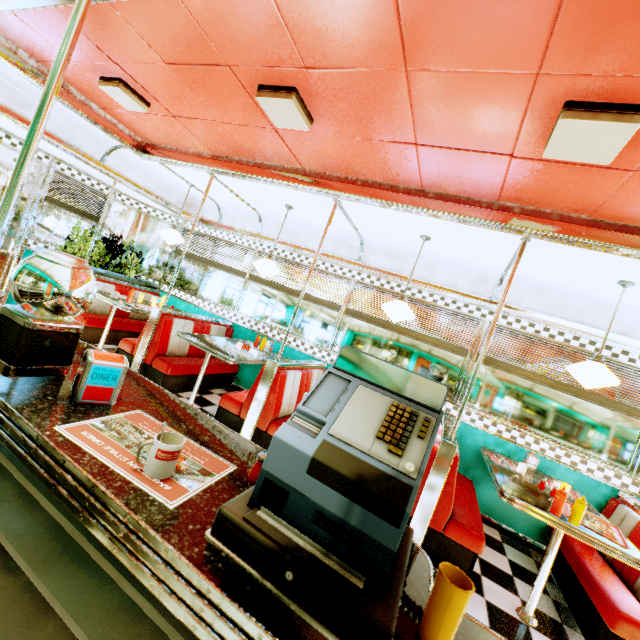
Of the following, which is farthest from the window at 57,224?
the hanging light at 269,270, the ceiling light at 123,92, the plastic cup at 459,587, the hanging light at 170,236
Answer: the plastic cup at 459,587

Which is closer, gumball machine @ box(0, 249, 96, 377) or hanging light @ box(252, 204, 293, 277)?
gumball machine @ box(0, 249, 96, 377)

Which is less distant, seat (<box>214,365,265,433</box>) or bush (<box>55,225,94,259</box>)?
seat (<box>214,365,265,433</box>)

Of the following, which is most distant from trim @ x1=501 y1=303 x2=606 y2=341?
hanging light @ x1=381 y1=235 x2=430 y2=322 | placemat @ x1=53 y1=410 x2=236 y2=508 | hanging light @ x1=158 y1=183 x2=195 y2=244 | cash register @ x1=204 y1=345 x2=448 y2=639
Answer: placemat @ x1=53 y1=410 x2=236 y2=508

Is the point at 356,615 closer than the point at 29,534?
Yes

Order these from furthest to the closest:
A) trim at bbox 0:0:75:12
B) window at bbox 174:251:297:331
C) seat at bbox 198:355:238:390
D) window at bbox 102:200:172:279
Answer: window at bbox 102:200:172:279 < window at bbox 174:251:297:331 < seat at bbox 198:355:238:390 < trim at bbox 0:0:75:12

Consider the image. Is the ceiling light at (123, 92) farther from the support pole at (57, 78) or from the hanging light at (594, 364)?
the hanging light at (594, 364)

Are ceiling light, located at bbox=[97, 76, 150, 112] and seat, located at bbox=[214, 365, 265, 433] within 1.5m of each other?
no
